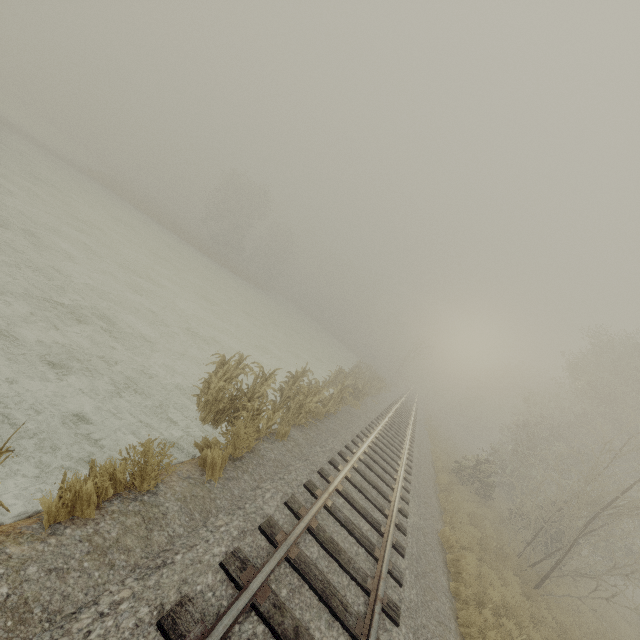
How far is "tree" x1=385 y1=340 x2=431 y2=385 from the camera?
46.5m

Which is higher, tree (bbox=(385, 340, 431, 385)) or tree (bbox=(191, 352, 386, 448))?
tree (bbox=(385, 340, 431, 385))

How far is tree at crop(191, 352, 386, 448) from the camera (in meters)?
7.21

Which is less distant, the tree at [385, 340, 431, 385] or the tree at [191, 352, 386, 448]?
the tree at [191, 352, 386, 448]

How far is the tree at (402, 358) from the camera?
46.5 meters

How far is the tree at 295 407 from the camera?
7.2m

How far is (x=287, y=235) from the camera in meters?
59.5
